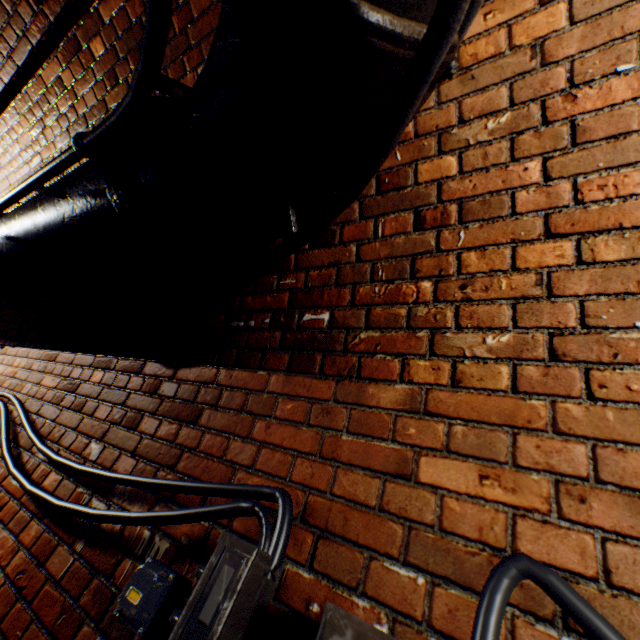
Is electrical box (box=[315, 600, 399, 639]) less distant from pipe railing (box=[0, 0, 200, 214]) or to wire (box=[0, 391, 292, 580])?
wire (box=[0, 391, 292, 580])

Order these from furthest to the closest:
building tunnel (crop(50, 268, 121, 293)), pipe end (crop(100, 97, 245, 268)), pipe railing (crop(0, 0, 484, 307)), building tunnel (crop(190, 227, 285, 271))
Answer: building tunnel (crop(50, 268, 121, 293)) < building tunnel (crop(190, 227, 285, 271)) < pipe end (crop(100, 97, 245, 268)) < pipe railing (crop(0, 0, 484, 307))

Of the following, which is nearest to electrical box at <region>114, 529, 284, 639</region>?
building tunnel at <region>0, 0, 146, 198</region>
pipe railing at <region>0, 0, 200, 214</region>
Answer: building tunnel at <region>0, 0, 146, 198</region>

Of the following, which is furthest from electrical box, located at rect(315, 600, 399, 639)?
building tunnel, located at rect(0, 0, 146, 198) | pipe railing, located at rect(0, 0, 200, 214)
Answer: pipe railing, located at rect(0, 0, 200, 214)

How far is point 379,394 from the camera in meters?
1.1

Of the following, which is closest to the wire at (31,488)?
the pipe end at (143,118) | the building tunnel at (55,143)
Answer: the building tunnel at (55,143)

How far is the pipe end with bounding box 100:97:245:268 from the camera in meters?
1.0 m

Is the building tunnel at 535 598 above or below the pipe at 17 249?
below
